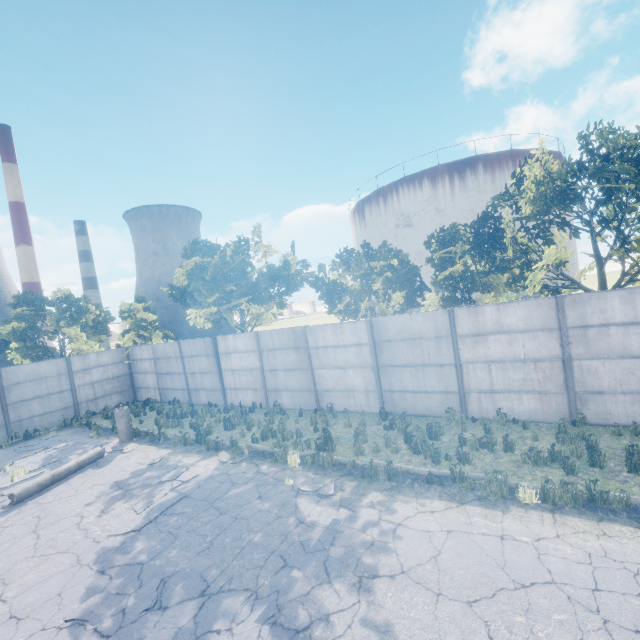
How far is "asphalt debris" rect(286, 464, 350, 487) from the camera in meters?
8.3

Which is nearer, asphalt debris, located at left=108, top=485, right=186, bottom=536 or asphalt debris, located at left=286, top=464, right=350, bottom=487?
asphalt debris, located at left=108, top=485, right=186, bottom=536

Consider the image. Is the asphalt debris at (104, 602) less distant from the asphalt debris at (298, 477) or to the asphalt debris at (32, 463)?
the asphalt debris at (298, 477)

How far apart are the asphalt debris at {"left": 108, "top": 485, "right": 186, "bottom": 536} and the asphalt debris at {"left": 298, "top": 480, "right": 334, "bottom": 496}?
2.6m

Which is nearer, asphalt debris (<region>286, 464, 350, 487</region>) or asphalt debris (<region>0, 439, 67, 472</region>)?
asphalt debris (<region>286, 464, 350, 487</region>)

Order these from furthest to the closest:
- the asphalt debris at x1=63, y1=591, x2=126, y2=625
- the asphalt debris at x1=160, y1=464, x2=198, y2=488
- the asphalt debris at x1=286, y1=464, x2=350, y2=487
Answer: the asphalt debris at x1=160, y1=464, x2=198, y2=488 → the asphalt debris at x1=286, y1=464, x2=350, y2=487 → the asphalt debris at x1=63, y1=591, x2=126, y2=625

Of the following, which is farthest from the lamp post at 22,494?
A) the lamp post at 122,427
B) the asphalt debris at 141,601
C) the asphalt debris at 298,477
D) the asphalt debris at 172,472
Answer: the asphalt debris at 298,477

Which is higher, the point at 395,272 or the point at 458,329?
the point at 395,272
